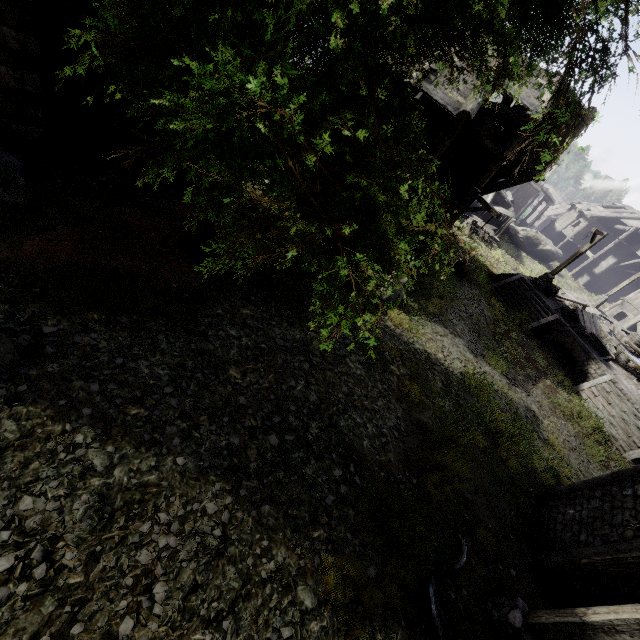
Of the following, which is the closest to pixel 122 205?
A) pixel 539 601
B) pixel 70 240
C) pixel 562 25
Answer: pixel 70 240

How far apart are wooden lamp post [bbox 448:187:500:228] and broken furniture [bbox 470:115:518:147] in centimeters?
290cm

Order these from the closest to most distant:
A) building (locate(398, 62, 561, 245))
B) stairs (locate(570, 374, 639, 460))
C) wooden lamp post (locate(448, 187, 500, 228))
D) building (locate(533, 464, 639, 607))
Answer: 1. building (locate(533, 464, 639, 607))
2. building (locate(398, 62, 561, 245))
3. wooden lamp post (locate(448, 187, 500, 228))
4. stairs (locate(570, 374, 639, 460))

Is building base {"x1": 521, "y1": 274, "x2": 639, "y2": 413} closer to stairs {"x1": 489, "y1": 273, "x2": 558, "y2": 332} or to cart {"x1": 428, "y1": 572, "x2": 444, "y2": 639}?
stairs {"x1": 489, "y1": 273, "x2": 558, "y2": 332}

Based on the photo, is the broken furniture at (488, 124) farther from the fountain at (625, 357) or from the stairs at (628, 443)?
the fountain at (625, 357)

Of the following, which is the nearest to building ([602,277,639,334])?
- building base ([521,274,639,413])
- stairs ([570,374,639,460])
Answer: building base ([521,274,639,413])

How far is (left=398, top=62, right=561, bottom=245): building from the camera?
11.4m

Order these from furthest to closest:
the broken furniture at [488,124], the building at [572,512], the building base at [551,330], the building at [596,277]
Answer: the building at [596,277] → the building base at [551,330] → the broken furniture at [488,124] → the building at [572,512]
